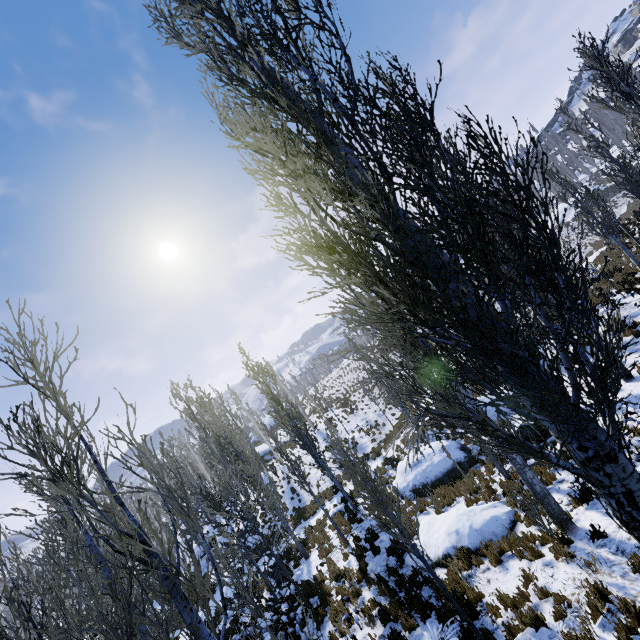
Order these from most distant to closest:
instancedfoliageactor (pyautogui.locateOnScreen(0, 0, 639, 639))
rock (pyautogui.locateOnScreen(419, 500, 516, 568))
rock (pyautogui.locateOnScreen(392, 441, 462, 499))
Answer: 1. rock (pyautogui.locateOnScreen(392, 441, 462, 499))
2. rock (pyautogui.locateOnScreen(419, 500, 516, 568))
3. instancedfoliageactor (pyautogui.locateOnScreen(0, 0, 639, 639))

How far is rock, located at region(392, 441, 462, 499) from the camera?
14.09m

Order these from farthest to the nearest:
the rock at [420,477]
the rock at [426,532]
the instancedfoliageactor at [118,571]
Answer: the rock at [420,477] < the rock at [426,532] < the instancedfoliageactor at [118,571]

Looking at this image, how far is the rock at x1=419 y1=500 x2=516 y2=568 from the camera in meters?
8.5 m

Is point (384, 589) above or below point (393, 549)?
above

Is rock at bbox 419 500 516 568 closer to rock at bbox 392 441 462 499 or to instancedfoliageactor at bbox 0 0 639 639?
instancedfoliageactor at bbox 0 0 639 639

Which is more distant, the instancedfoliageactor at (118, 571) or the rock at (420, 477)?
the rock at (420, 477)
